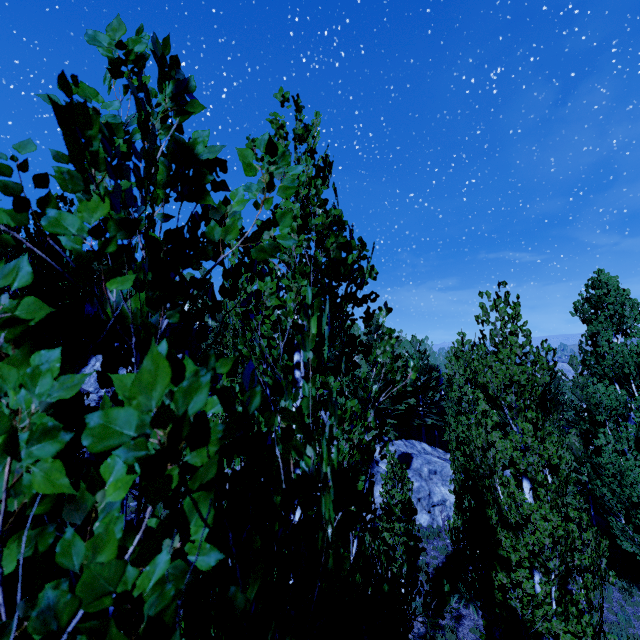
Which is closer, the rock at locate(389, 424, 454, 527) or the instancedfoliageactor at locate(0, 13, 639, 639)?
the instancedfoliageactor at locate(0, 13, 639, 639)

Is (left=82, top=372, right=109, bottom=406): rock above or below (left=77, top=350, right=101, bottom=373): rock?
below

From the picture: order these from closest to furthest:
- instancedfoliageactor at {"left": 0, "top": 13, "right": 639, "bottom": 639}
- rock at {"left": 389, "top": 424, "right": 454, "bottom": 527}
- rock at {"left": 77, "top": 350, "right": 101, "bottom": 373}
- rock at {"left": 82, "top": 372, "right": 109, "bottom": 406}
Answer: instancedfoliageactor at {"left": 0, "top": 13, "right": 639, "bottom": 639} < rock at {"left": 389, "top": 424, "right": 454, "bottom": 527} < rock at {"left": 82, "top": 372, "right": 109, "bottom": 406} < rock at {"left": 77, "top": 350, "right": 101, "bottom": 373}

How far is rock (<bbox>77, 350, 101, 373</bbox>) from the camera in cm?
2409

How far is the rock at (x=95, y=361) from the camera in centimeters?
2409cm

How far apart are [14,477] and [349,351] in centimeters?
3302cm

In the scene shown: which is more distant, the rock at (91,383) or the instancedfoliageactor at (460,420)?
the rock at (91,383)
